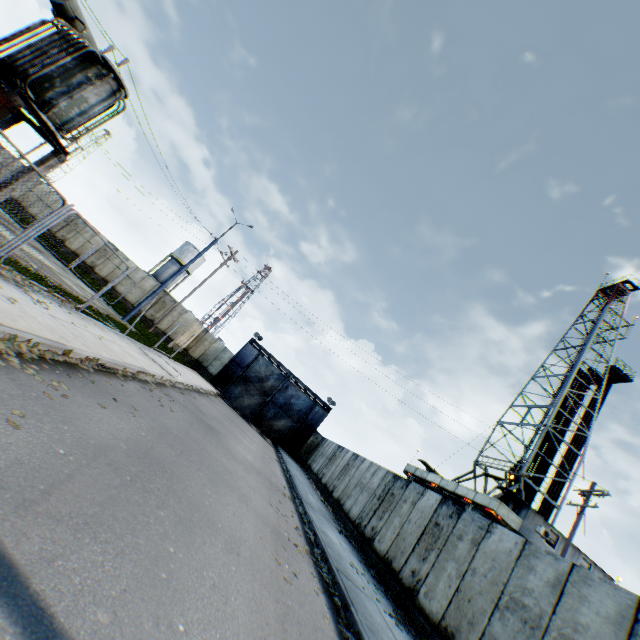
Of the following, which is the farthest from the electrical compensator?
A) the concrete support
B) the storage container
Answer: the storage container

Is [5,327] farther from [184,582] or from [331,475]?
[331,475]

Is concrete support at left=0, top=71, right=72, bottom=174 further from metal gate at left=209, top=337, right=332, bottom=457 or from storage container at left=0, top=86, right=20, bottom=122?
metal gate at left=209, top=337, right=332, bottom=457

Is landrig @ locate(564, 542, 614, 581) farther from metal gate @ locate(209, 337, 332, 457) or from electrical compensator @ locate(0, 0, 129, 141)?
electrical compensator @ locate(0, 0, 129, 141)

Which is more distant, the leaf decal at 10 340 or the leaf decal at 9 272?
the leaf decal at 9 272

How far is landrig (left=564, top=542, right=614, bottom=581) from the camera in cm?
2030

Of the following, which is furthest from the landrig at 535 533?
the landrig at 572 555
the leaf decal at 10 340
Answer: the leaf decal at 10 340

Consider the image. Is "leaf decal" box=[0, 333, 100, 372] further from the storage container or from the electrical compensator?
the electrical compensator
